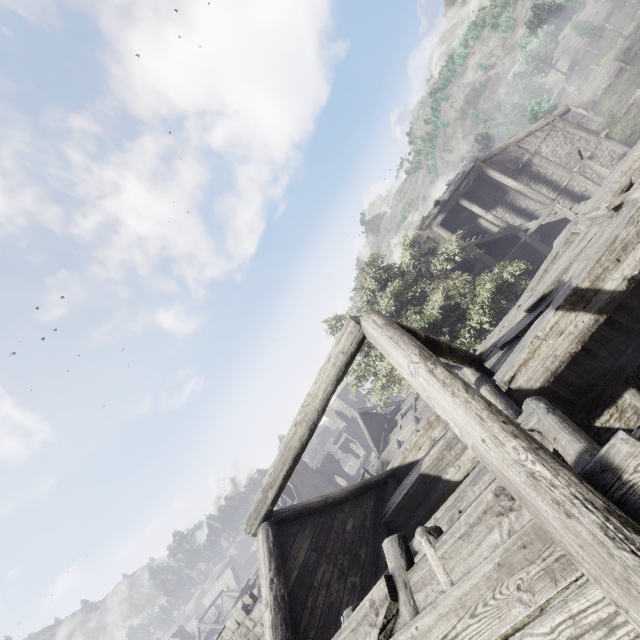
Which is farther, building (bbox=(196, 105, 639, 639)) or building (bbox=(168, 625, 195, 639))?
building (bbox=(168, 625, 195, 639))

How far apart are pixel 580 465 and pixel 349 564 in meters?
5.1 m

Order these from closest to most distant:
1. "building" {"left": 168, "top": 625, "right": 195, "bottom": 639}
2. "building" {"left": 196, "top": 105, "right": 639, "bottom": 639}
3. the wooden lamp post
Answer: "building" {"left": 196, "top": 105, "right": 639, "bottom": 639} < the wooden lamp post < "building" {"left": 168, "top": 625, "right": 195, "bottom": 639}

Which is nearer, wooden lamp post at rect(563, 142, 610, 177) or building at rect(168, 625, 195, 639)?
wooden lamp post at rect(563, 142, 610, 177)

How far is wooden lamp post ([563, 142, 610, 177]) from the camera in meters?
17.1

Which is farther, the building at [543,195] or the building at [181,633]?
the building at [181,633]

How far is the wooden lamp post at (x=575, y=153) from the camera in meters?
17.1
